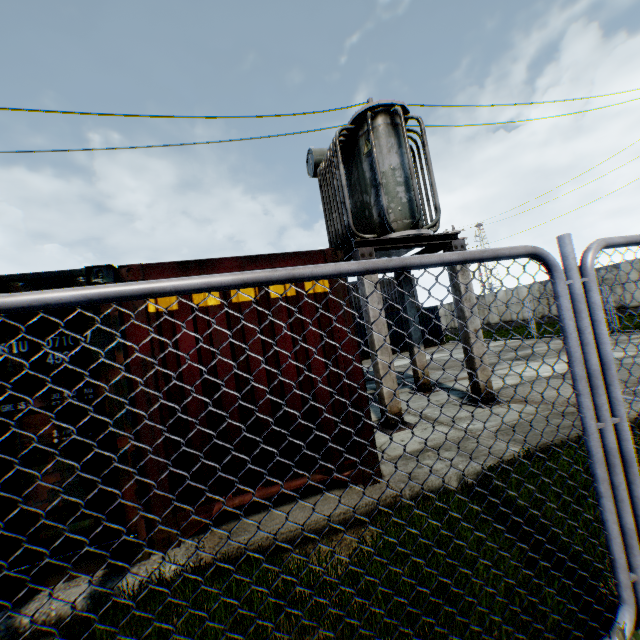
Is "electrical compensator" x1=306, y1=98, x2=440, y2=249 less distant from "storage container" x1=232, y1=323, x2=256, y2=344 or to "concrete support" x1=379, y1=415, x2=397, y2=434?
"concrete support" x1=379, y1=415, x2=397, y2=434

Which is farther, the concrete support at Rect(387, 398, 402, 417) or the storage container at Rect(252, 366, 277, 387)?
the concrete support at Rect(387, 398, 402, 417)

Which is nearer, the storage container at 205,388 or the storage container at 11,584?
the storage container at 11,584

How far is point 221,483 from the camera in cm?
353

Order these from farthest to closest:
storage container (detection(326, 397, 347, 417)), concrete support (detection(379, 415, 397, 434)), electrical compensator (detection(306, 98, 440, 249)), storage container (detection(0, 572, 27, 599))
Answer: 1. electrical compensator (detection(306, 98, 440, 249))
2. concrete support (detection(379, 415, 397, 434))
3. storage container (detection(326, 397, 347, 417))
4. storage container (detection(0, 572, 27, 599))

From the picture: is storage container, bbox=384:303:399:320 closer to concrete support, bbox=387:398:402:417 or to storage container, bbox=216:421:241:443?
storage container, bbox=216:421:241:443

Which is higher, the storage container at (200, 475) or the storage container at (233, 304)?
the storage container at (233, 304)
